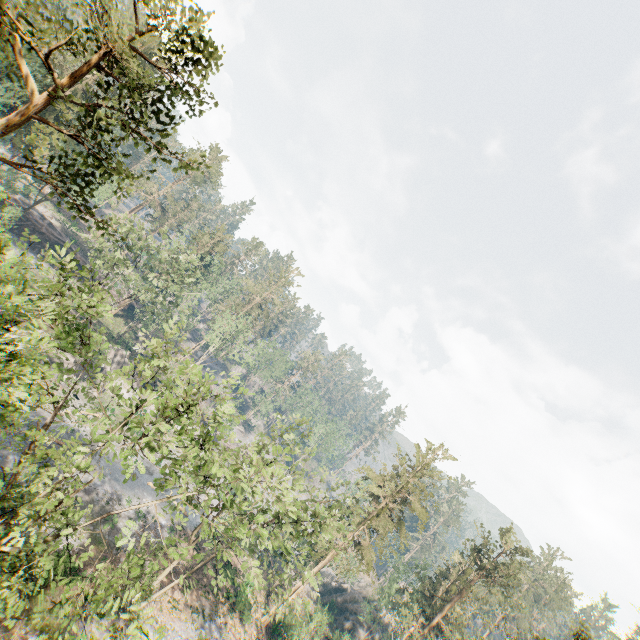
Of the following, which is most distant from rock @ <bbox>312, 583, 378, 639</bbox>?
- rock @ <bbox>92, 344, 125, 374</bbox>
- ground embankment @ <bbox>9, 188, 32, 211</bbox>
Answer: ground embankment @ <bbox>9, 188, 32, 211</bbox>

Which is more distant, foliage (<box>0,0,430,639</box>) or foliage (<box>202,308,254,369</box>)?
foliage (<box>202,308,254,369</box>)

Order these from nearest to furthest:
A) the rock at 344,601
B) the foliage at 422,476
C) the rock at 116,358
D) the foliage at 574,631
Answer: the foliage at 574,631, the foliage at 422,476, the rock at 116,358, the rock at 344,601

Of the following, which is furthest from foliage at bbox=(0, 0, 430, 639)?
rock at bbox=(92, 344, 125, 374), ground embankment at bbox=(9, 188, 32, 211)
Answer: ground embankment at bbox=(9, 188, 32, 211)

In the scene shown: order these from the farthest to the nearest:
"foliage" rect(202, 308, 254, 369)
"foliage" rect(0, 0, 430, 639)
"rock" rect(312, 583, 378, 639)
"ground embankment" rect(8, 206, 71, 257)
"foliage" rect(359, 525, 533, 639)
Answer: "foliage" rect(202, 308, 254, 369) < "rock" rect(312, 583, 378, 639) < "ground embankment" rect(8, 206, 71, 257) < "foliage" rect(359, 525, 533, 639) < "foliage" rect(0, 0, 430, 639)

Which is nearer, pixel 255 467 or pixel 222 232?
pixel 255 467

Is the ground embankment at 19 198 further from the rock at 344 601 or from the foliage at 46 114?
the rock at 344 601
